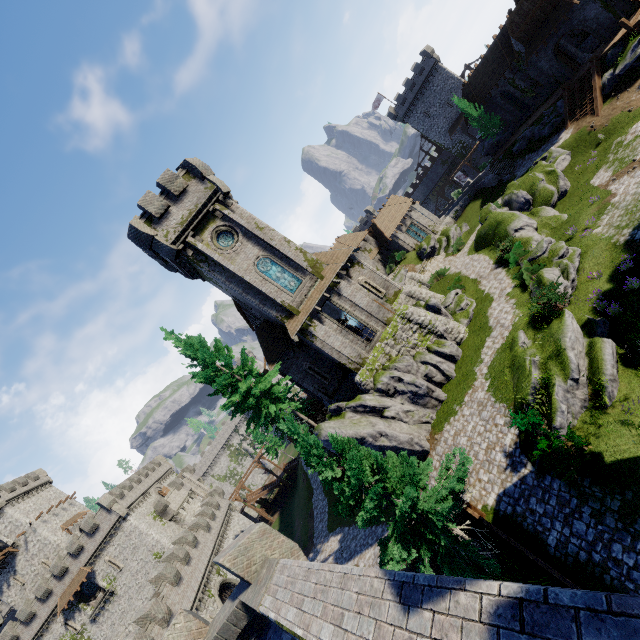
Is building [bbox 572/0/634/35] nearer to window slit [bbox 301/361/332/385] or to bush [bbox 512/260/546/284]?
bush [bbox 512/260/546/284]

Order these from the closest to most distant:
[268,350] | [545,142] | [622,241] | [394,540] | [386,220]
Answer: [394,540] < [622,241] < [268,350] < [545,142] < [386,220]

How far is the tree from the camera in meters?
11.9

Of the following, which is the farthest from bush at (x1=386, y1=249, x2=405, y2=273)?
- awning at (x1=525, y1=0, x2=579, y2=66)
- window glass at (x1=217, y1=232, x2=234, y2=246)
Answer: window glass at (x1=217, y1=232, x2=234, y2=246)

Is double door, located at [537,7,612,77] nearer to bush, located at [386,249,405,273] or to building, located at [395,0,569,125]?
building, located at [395,0,569,125]

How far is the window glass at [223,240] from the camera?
24.9 meters

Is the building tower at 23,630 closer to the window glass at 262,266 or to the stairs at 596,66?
the window glass at 262,266

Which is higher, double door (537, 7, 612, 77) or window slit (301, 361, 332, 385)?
window slit (301, 361, 332, 385)
